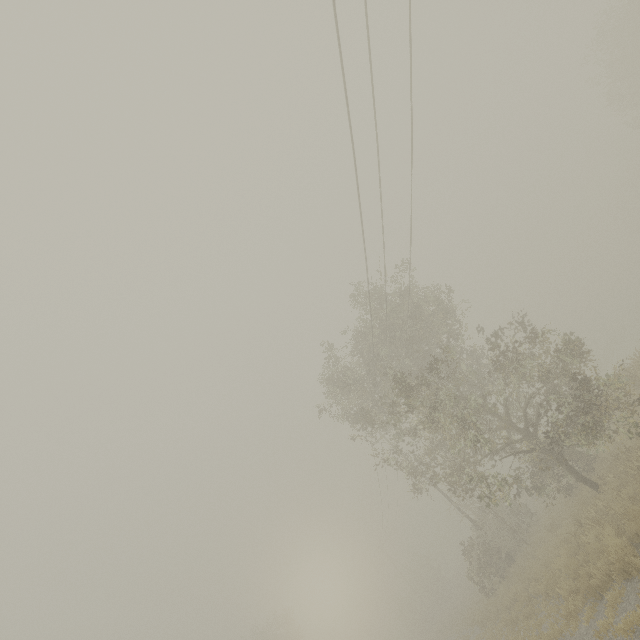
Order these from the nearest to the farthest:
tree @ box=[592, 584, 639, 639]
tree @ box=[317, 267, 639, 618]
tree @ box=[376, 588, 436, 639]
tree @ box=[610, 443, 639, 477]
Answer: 1. tree @ box=[592, 584, 639, 639]
2. tree @ box=[610, 443, 639, 477]
3. tree @ box=[317, 267, 639, 618]
4. tree @ box=[376, 588, 436, 639]

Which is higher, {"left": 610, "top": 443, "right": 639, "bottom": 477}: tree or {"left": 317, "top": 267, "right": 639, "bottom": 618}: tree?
{"left": 317, "top": 267, "right": 639, "bottom": 618}: tree

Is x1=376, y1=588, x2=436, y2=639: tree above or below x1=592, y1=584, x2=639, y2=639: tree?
above

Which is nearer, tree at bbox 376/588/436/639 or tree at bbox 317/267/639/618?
tree at bbox 317/267/639/618

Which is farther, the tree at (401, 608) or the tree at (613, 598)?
the tree at (401, 608)

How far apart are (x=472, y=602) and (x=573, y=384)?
21.35m

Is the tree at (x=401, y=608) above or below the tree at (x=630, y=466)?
above
